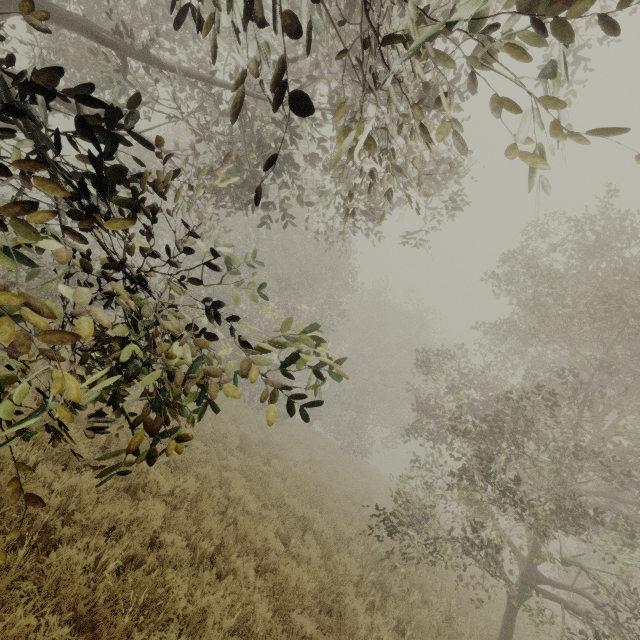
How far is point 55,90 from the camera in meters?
2.2

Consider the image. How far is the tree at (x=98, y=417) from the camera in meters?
2.2

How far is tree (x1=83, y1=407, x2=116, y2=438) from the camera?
2.20m
